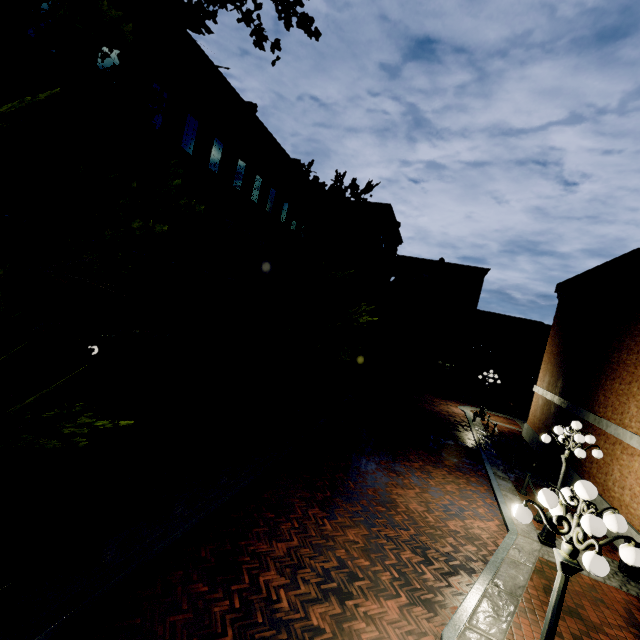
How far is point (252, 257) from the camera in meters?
18.2 m

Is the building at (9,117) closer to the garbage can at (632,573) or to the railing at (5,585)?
the railing at (5,585)

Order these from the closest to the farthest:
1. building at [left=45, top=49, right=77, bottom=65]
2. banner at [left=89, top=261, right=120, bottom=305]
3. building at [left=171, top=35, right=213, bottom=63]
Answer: building at [left=45, top=49, right=77, bottom=65] → banner at [left=89, top=261, right=120, bottom=305] → building at [left=171, top=35, right=213, bottom=63]

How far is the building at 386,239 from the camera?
27.0m

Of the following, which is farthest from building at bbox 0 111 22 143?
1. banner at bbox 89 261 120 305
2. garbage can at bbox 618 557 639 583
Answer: garbage can at bbox 618 557 639 583

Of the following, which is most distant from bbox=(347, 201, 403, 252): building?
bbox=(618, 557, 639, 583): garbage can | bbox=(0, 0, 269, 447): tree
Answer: bbox=(618, 557, 639, 583): garbage can

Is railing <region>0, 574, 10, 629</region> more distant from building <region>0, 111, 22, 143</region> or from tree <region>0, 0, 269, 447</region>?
building <region>0, 111, 22, 143</region>

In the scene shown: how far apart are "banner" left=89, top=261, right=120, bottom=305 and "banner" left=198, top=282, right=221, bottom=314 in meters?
4.8
